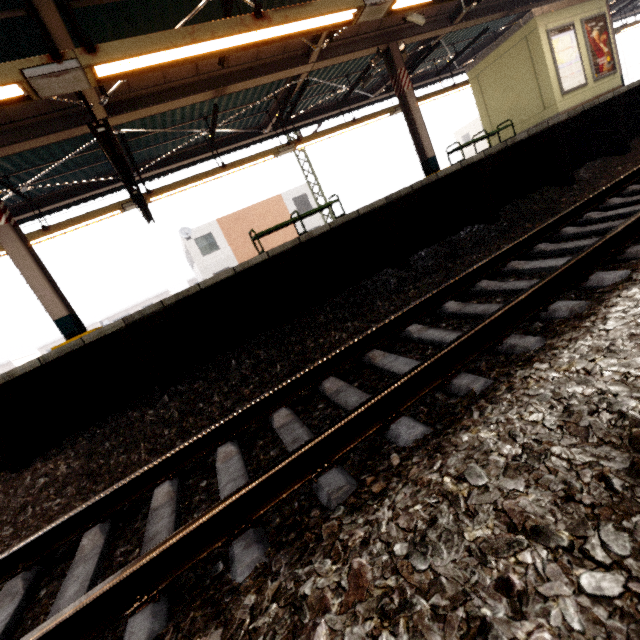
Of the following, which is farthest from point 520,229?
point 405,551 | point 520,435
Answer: point 405,551

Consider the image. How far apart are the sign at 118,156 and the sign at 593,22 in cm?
1327

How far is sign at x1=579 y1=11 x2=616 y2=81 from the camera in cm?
969

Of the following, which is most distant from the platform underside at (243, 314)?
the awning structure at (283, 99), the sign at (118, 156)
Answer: the sign at (118, 156)

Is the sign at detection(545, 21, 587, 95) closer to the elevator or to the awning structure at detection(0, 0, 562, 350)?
the elevator

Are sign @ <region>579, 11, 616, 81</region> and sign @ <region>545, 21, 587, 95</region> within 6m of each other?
yes

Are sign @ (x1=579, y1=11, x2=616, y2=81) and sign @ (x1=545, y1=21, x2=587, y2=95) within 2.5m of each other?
yes

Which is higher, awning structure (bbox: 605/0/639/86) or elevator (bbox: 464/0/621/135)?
awning structure (bbox: 605/0/639/86)
